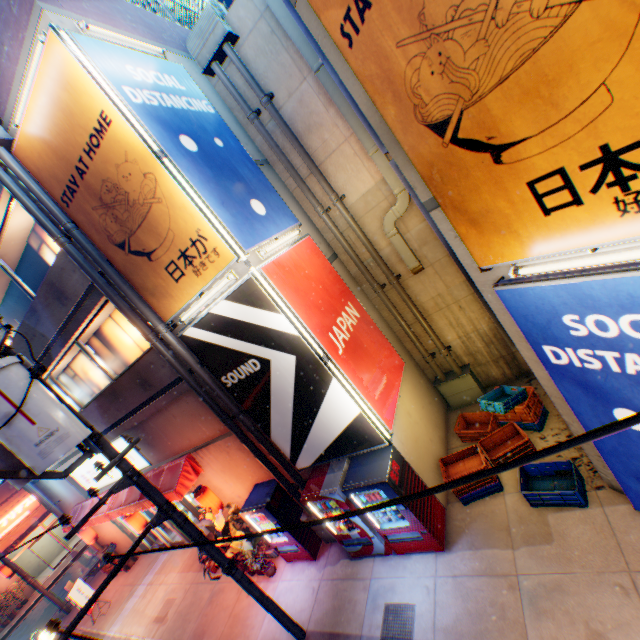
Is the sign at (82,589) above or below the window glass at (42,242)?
below

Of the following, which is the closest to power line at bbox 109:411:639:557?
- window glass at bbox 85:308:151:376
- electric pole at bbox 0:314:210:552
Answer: electric pole at bbox 0:314:210:552

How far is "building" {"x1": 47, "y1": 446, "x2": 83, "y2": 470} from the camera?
12.3m

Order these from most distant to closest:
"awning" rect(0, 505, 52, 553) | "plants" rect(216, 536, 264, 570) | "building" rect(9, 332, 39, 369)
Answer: "awning" rect(0, 505, 52, 553) < "building" rect(9, 332, 39, 369) < "plants" rect(216, 536, 264, 570)

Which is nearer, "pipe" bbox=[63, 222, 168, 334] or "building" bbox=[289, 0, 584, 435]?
"building" bbox=[289, 0, 584, 435]

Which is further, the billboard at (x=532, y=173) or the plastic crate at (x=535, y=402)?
the plastic crate at (x=535, y=402)

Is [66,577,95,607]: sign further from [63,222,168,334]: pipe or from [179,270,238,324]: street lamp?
[179,270,238,324]: street lamp

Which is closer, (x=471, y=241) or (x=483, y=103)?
(x=483, y=103)
